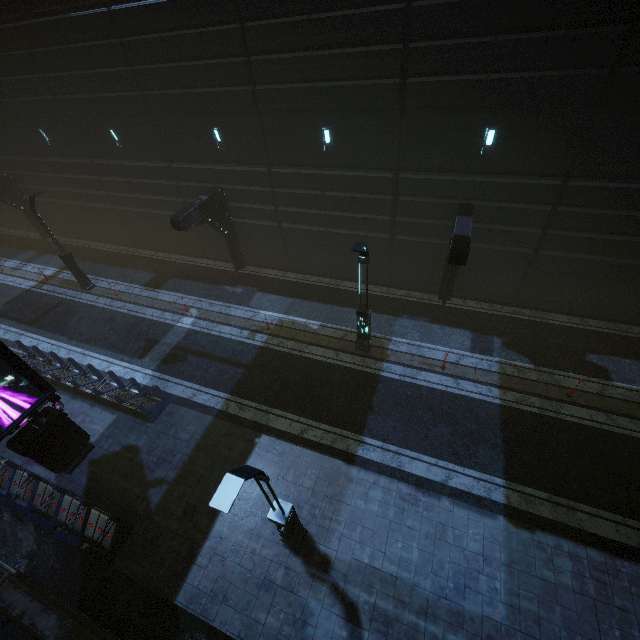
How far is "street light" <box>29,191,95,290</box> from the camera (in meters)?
16.33

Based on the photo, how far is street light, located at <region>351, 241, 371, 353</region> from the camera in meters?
10.2 m

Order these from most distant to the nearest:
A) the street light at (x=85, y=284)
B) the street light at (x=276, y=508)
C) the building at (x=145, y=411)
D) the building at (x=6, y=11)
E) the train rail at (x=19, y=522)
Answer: the street light at (x=85, y=284) → the building at (x=6, y=11) → the building at (x=145, y=411) → the train rail at (x=19, y=522) → the street light at (x=276, y=508)

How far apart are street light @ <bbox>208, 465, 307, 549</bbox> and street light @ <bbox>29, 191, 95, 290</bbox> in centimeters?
1818cm

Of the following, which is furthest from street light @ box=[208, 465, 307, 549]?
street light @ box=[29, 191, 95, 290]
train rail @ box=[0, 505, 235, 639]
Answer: street light @ box=[29, 191, 95, 290]

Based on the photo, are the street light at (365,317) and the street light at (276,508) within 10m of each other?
yes

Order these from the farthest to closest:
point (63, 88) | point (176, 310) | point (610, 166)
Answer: point (176, 310) → point (63, 88) → point (610, 166)

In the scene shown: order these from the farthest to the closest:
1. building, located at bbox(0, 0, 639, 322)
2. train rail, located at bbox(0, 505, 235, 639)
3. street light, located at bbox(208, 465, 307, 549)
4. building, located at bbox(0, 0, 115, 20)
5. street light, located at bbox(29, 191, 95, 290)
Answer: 1. street light, located at bbox(29, 191, 95, 290)
2. building, located at bbox(0, 0, 115, 20)
3. building, located at bbox(0, 0, 639, 322)
4. train rail, located at bbox(0, 505, 235, 639)
5. street light, located at bbox(208, 465, 307, 549)
